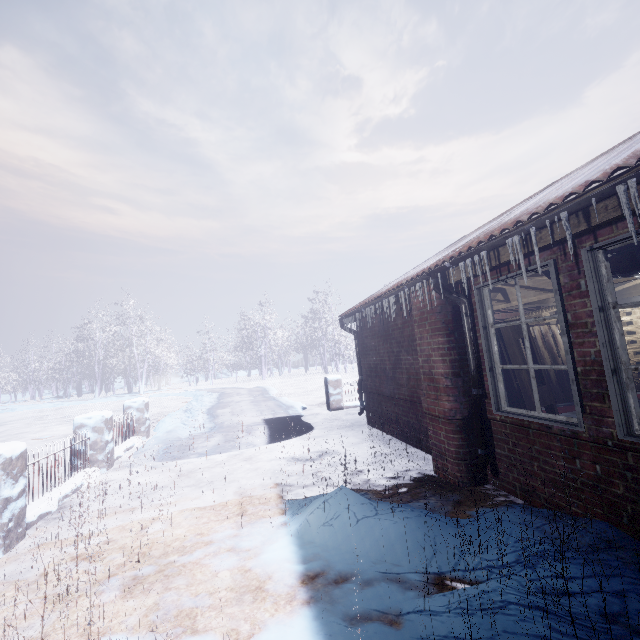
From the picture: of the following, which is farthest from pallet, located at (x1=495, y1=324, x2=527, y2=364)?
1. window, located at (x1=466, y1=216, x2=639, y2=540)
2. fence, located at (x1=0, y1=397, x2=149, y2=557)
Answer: fence, located at (x1=0, y1=397, x2=149, y2=557)

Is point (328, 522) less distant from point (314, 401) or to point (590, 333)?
point (590, 333)

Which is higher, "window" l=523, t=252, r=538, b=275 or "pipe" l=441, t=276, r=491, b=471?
"window" l=523, t=252, r=538, b=275

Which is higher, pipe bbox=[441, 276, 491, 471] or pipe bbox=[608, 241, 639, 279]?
pipe bbox=[608, 241, 639, 279]

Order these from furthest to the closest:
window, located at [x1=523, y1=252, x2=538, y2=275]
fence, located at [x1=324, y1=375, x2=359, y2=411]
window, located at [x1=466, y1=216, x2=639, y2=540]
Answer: fence, located at [x1=324, y1=375, x2=359, y2=411]
window, located at [x1=523, y1=252, x2=538, y2=275]
window, located at [x1=466, y1=216, x2=639, y2=540]

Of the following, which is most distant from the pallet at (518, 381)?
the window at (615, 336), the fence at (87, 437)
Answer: Answer: the fence at (87, 437)

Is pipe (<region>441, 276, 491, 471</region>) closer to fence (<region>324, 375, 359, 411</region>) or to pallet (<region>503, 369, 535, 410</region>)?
pallet (<region>503, 369, 535, 410</region>)

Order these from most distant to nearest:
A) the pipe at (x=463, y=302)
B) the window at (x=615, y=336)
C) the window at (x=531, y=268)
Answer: the pipe at (x=463, y=302) < the window at (x=531, y=268) < the window at (x=615, y=336)
